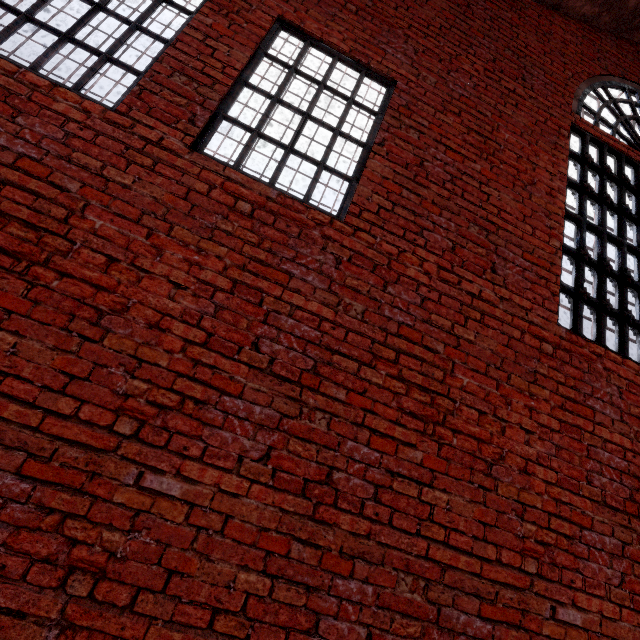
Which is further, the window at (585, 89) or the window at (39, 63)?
the window at (585, 89)

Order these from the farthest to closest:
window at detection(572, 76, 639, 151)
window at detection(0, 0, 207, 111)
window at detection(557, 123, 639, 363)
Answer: window at detection(572, 76, 639, 151), window at detection(557, 123, 639, 363), window at detection(0, 0, 207, 111)

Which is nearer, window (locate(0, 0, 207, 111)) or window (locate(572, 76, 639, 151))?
window (locate(0, 0, 207, 111))

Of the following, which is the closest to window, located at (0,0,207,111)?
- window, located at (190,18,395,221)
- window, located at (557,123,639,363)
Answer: window, located at (190,18,395,221)

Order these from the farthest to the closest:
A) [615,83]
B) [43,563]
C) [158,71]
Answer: [615,83] < [158,71] < [43,563]

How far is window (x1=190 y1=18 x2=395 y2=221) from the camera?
2.8 meters

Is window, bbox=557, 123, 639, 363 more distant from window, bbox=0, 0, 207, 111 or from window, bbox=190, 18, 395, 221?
window, bbox=0, 0, 207, 111

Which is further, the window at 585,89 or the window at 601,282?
the window at 585,89
